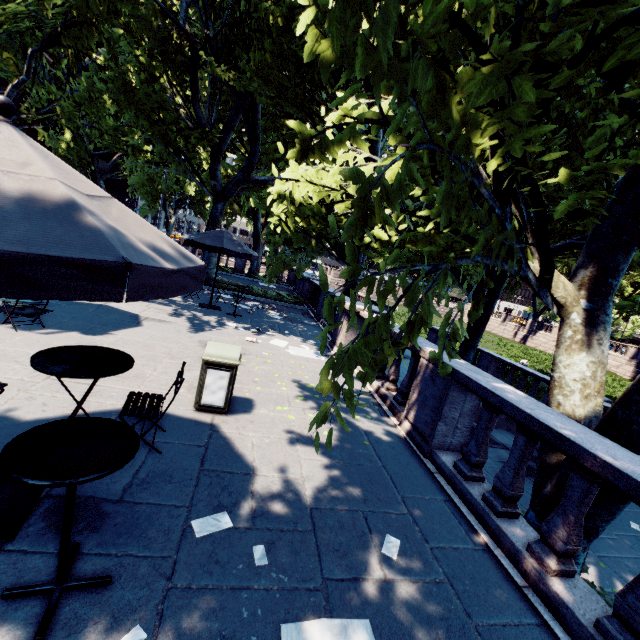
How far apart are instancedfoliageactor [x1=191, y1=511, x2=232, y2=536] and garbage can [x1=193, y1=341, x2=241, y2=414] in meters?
1.9 m

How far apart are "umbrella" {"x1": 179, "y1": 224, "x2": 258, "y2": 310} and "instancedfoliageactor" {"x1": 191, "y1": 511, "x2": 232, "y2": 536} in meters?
9.0 m

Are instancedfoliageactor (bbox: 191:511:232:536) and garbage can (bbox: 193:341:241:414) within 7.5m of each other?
yes

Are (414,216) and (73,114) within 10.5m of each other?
no

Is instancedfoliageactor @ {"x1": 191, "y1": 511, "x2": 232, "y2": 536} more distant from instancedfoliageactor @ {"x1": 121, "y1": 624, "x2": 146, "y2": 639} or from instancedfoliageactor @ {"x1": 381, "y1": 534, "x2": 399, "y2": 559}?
instancedfoliageactor @ {"x1": 381, "y1": 534, "x2": 399, "y2": 559}

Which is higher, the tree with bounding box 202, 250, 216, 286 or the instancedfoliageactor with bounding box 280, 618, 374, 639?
the tree with bounding box 202, 250, 216, 286

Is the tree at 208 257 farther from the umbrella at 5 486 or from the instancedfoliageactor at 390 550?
the instancedfoliageactor at 390 550

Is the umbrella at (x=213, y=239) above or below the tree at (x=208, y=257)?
above
